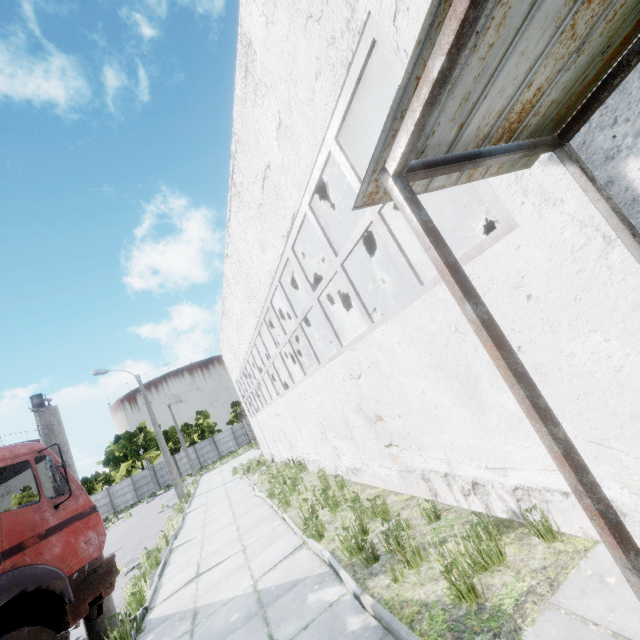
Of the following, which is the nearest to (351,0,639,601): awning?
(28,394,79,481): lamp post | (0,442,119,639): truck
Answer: (0,442,119,639): truck

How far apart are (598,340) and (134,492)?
55.55m

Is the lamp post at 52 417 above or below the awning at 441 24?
above

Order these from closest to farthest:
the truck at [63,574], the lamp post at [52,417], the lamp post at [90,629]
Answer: the truck at [63,574] < the lamp post at [90,629] < the lamp post at [52,417]

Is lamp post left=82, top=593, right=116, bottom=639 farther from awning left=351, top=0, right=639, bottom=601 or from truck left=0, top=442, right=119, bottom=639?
awning left=351, top=0, right=639, bottom=601

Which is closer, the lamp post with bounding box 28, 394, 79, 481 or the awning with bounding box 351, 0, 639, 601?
the awning with bounding box 351, 0, 639, 601
